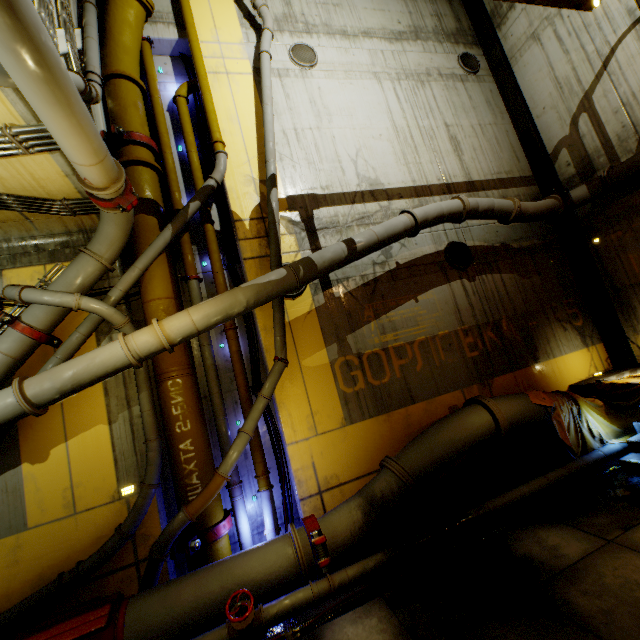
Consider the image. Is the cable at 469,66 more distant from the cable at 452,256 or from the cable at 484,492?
the cable at 484,492

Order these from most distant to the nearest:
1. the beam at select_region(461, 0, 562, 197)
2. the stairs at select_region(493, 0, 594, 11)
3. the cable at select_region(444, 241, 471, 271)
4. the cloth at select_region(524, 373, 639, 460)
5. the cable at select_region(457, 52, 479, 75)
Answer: the cable at select_region(457, 52, 479, 75), the beam at select_region(461, 0, 562, 197), the cable at select_region(444, 241, 471, 271), the cloth at select_region(524, 373, 639, 460), the stairs at select_region(493, 0, 594, 11)

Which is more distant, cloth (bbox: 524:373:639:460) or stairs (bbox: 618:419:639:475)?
cloth (bbox: 524:373:639:460)

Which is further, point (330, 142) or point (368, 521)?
point (330, 142)

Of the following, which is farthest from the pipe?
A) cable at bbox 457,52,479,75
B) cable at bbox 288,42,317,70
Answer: cable at bbox 457,52,479,75

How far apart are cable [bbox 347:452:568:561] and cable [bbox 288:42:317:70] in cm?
1105

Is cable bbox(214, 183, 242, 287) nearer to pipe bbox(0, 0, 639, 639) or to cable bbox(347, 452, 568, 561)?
pipe bbox(0, 0, 639, 639)

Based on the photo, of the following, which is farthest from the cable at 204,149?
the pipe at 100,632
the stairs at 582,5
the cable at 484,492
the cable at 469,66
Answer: the cable at 469,66
